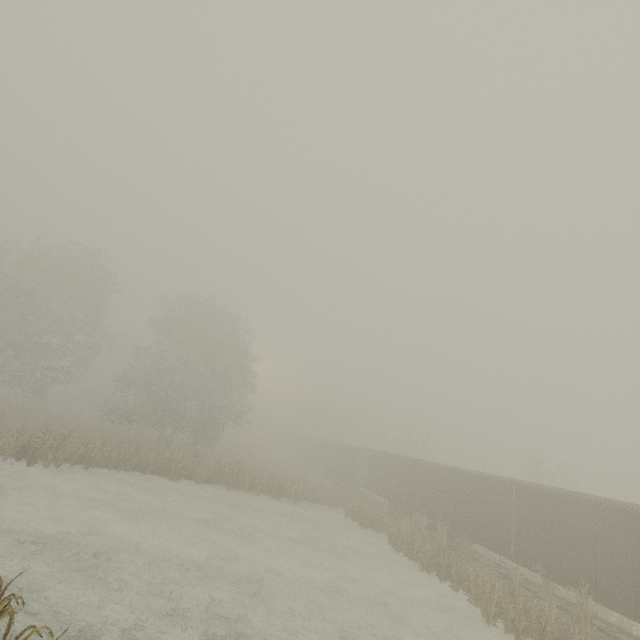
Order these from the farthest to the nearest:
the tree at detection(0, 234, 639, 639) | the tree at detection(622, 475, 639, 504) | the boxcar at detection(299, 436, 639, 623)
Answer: the tree at detection(622, 475, 639, 504)
the tree at detection(0, 234, 639, 639)
the boxcar at detection(299, 436, 639, 623)

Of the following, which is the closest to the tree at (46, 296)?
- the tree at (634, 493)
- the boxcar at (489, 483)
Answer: the boxcar at (489, 483)

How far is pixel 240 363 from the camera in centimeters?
3831cm

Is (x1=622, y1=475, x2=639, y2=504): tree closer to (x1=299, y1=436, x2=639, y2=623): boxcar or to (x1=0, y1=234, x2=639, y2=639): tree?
(x1=299, y1=436, x2=639, y2=623): boxcar

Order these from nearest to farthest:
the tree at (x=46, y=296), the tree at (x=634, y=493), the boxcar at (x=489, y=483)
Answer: the boxcar at (x=489, y=483)
the tree at (x=46, y=296)
the tree at (x=634, y=493)

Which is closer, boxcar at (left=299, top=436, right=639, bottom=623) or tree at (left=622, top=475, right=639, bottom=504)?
boxcar at (left=299, top=436, right=639, bottom=623)

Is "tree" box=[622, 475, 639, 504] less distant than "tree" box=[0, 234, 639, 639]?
No
